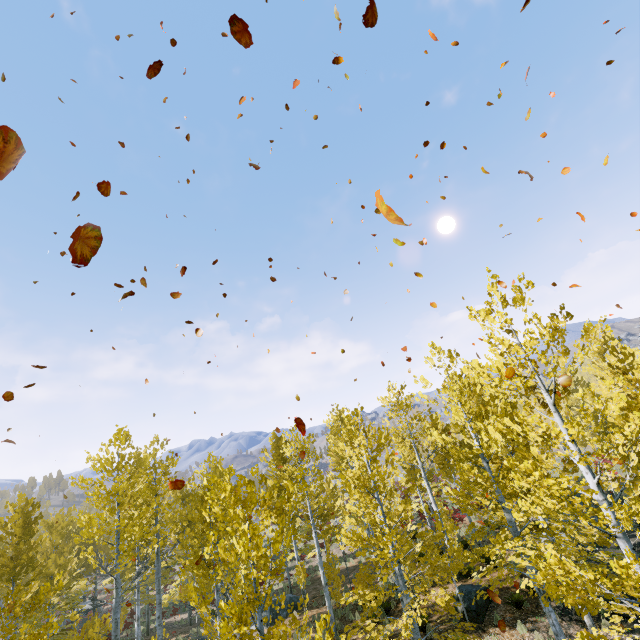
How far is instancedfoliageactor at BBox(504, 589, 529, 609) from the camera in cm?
1262

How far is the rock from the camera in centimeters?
1248cm

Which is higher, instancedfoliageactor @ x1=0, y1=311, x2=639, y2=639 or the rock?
instancedfoliageactor @ x1=0, y1=311, x2=639, y2=639

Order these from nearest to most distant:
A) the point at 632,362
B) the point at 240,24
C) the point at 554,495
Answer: the point at 240,24, the point at 554,495, the point at 632,362

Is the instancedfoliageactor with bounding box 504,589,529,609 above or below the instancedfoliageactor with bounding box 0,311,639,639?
below

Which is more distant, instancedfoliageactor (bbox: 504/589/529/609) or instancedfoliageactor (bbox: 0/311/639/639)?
instancedfoliageactor (bbox: 504/589/529/609)

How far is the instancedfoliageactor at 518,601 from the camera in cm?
1262

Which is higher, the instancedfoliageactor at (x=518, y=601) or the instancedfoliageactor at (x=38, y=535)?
the instancedfoliageactor at (x=38, y=535)
